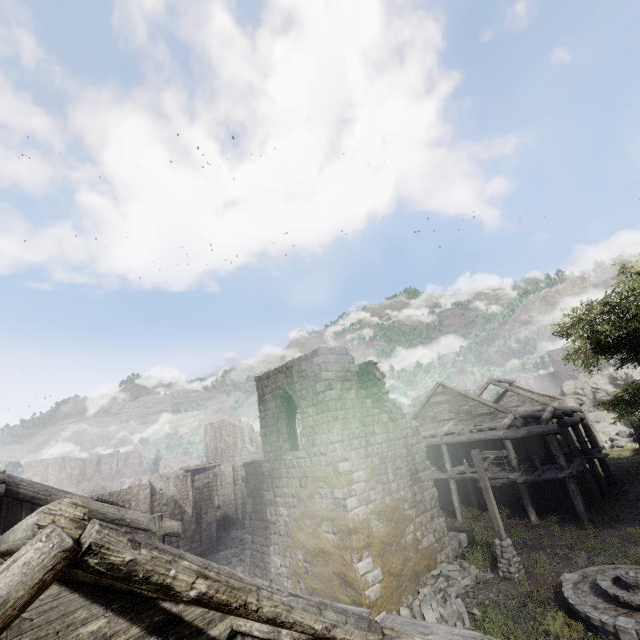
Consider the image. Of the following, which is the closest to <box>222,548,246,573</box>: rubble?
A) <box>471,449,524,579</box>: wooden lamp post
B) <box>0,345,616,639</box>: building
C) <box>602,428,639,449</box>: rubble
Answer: <box>0,345,616,639</box>: building

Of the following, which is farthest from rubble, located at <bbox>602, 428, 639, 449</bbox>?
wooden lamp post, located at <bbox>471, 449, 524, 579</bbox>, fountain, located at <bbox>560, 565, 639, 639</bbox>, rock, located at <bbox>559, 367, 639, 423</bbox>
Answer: wooden lamp post, located at <bbox>471, 449, 524, 579</bbox>

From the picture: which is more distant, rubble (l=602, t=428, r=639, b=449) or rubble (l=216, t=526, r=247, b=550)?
rubble (l=602, t=428, r=639, b=449)

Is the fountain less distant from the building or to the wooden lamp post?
the wooden lamp post

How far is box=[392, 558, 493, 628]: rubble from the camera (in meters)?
11.09

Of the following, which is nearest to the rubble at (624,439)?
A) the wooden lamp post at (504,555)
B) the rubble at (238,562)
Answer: the wooden lamp post at (504,555)

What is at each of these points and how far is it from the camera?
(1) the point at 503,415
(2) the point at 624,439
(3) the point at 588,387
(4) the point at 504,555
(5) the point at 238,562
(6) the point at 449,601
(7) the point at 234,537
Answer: (1) building, 21.7m
(2) rubble, 29.2m
(3) rock, 36.9m
(4) wooden lamp post, 13.2m
(5) rubble, 20.9m
(6) rubble, 11.8m
(7) rubble, 27.7m

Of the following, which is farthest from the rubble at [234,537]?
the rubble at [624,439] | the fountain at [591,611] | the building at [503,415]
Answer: the rubble at [624,439]
